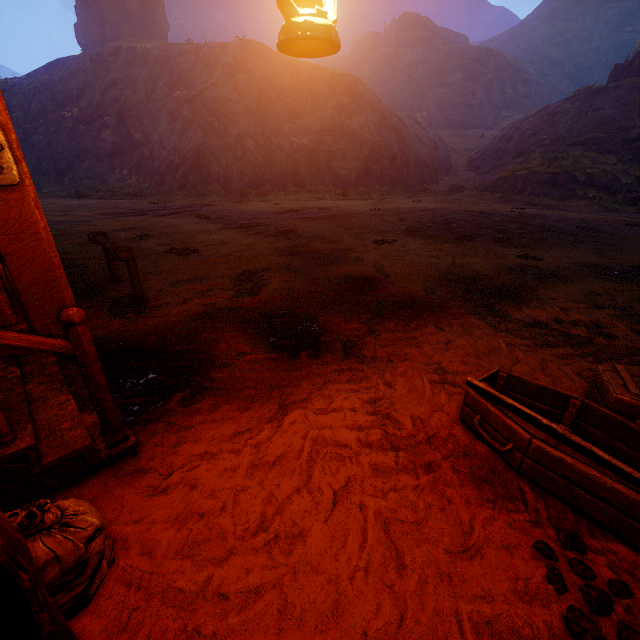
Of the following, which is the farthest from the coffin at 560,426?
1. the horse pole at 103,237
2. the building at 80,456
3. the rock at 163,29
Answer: the rock at 163,29

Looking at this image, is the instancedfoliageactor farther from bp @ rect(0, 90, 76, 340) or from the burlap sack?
the burlap sack

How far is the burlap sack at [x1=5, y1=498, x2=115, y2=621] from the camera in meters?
1.4 m

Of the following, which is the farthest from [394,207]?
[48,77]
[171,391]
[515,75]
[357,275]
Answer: [515,75]

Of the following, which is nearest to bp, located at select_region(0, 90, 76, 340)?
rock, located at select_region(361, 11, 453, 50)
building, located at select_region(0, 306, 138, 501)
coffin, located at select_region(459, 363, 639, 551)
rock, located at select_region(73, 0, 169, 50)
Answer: building, located at select_region(0, 306, 138, 501)

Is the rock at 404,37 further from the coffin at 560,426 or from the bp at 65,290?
the bp at 65,290

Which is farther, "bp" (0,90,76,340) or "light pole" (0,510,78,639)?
"bp" (0,90,76,340)

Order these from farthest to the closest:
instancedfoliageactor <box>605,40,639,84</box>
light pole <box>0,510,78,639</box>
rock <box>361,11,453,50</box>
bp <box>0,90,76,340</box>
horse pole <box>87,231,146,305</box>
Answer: rock <box>361,11,453,50</box> → instancedfoliageactor <box>605,40,639,84</box> → horse pole <box>87,231,146,305</box> → bp <box>0,90,76,340</box> → light pole <box>0,510,78,639</box>
